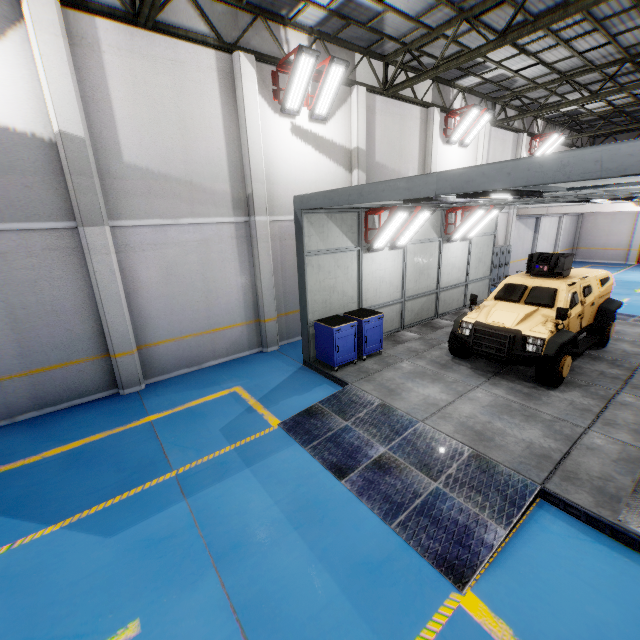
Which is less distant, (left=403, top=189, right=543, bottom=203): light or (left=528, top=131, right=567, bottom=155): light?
(left=403, top=189, right=543, bottom=203): light

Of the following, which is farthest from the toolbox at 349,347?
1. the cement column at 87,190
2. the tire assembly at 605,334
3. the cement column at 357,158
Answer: the tire assembly at 605,334

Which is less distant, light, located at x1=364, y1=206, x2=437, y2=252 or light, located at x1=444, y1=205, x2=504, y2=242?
light, located at x1=364, y1=206, x2=437, y2=252

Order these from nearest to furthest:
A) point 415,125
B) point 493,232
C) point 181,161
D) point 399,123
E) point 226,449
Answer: point 226,449 → point 181,161 → point 399,123 → point 415,125 → point 493,232

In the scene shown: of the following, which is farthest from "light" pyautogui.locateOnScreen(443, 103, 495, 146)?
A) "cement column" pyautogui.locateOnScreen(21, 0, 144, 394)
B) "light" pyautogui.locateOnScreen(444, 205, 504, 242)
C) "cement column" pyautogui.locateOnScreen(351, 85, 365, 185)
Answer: "cement column" pyautogui.locateOnScreen(21, 0, 144, 394)

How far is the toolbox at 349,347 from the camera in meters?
8.1

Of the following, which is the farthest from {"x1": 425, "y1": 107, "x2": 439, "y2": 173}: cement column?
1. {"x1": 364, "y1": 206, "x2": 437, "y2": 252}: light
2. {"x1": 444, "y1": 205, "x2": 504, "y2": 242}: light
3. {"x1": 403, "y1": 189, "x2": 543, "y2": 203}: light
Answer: {"x1": 403, "y1": 189, "x2": 543, "y2": 203}: light

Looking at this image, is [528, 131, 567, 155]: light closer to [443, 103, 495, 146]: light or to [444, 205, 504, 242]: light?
[443, 103, 495, 146]: light
